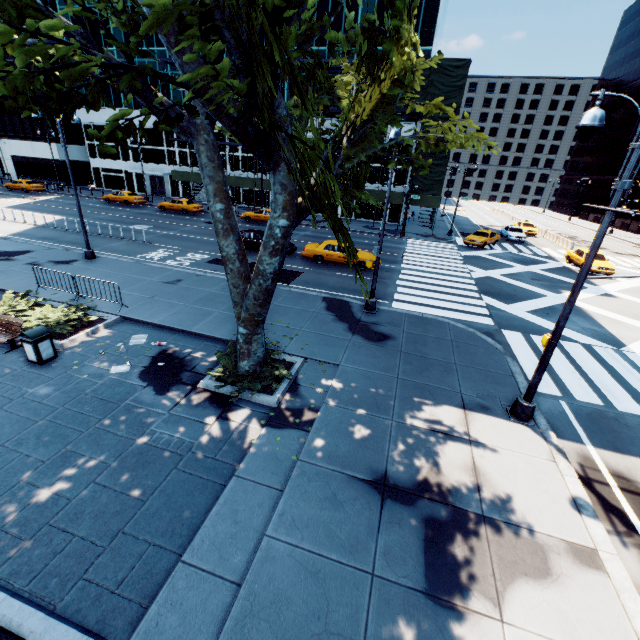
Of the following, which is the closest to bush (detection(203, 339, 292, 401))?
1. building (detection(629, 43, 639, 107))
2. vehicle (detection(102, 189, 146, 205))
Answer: vehicle (detection(102, 189, 146, 205))

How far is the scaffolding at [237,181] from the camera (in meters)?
39.06

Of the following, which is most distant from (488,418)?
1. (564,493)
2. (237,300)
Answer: (237,300)

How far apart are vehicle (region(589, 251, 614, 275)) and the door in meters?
50.5

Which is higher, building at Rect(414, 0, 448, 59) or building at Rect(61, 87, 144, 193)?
building at Rect(414, 0, 448, 59)

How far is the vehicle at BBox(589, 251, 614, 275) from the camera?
24.12m

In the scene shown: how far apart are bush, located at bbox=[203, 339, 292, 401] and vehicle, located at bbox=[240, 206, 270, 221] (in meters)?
25.63
